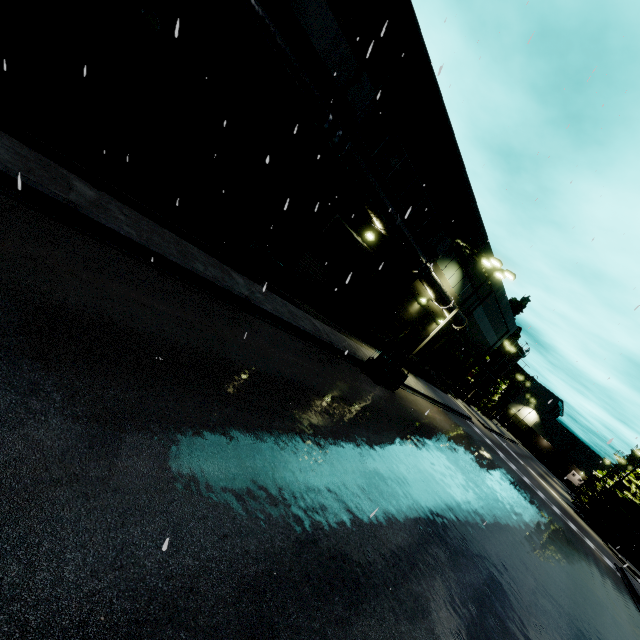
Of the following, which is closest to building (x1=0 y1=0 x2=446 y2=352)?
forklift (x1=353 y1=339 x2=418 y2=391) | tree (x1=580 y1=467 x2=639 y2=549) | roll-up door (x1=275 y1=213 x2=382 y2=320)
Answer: roll-up door (x1=275 y1=213 x2=382 y2=320)

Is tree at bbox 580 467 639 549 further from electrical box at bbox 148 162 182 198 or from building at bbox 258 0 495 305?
electrical box at bbox 148 162 182 198

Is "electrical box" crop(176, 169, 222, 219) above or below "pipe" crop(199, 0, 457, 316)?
below

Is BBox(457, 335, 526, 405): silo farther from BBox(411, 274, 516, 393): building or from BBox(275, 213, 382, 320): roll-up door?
BBox(275, 213, 382, 320): roll-up door

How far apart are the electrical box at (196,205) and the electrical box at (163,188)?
0.39m

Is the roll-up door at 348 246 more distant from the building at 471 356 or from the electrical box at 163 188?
the electrical box at 163 188

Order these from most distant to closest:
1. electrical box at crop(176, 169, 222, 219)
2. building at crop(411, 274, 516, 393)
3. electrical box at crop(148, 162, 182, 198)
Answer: building at crop(411, 274, 516, 393)
electrical box at crop(176, 169, 222, 219)
electrical box at crop(148, 162, 182, 198)

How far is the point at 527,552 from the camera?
11.38m
